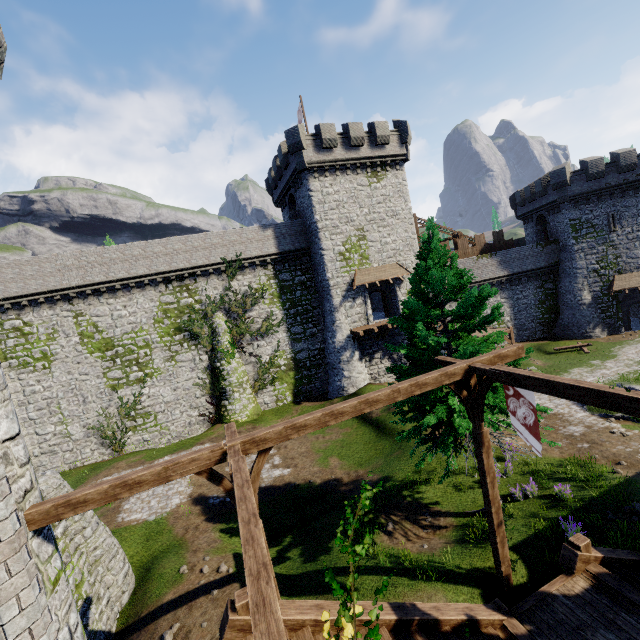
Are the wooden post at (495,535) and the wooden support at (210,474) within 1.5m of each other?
no

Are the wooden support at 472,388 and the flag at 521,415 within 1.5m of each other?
yes

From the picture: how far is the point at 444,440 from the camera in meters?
10.3

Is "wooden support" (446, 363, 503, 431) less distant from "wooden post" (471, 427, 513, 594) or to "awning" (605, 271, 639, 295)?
"wooden post" (471, 427, 513, 594)

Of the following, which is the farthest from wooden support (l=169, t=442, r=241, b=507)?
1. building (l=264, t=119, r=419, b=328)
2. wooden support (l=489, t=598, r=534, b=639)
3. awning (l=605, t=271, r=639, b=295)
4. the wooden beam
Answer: awning (l=605, t=271, r=639, b=295)

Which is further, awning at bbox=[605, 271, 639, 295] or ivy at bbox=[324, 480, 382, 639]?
awning at bbox=[605, 271, 639, 295]

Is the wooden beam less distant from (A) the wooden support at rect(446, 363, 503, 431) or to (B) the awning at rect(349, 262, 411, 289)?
(A) the wooden support at rect(446, 363, 503, 431)

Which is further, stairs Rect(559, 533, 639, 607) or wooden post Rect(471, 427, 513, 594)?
wooden post Rect(471, 427, 513, 594)
